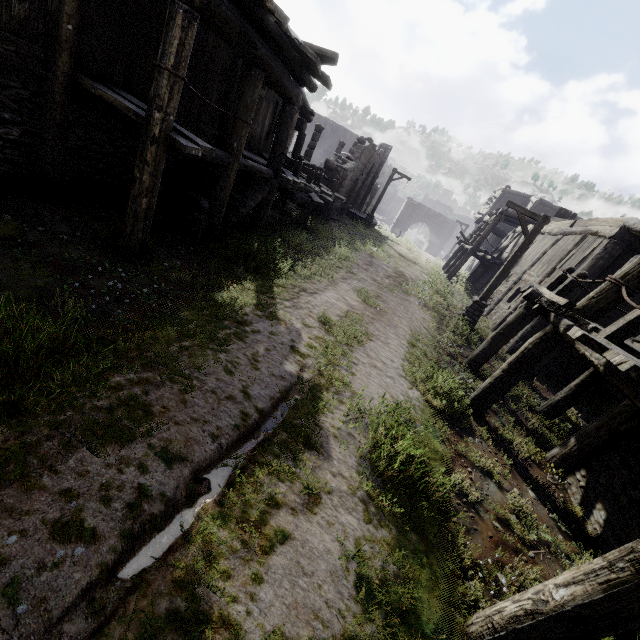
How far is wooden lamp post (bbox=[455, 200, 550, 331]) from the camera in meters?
11.3 m

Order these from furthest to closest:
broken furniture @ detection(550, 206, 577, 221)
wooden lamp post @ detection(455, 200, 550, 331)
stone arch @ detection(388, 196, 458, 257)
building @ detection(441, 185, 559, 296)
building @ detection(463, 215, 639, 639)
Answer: stone arch @ detection(388, 196, 458, 257) → building @ detection(441, 185, 559, 296) → broken furniture @ detection(550, 206, 577, 221) → wooden lamp post @ detection(455, 200, 550, 331) → building @ detection(463, 215, 639, 639)

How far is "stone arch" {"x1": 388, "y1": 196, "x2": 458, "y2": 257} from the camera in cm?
4284

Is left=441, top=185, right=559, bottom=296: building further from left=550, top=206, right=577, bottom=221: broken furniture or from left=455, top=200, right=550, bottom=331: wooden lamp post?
left=455, top=200, right=550, bottom=331: wooden lamp post

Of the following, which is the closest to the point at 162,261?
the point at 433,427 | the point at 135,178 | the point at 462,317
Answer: the point at 135,178

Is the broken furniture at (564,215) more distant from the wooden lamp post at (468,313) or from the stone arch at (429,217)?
the stone arch at (429,217)

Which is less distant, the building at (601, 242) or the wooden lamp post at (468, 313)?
the building at (601, 242)

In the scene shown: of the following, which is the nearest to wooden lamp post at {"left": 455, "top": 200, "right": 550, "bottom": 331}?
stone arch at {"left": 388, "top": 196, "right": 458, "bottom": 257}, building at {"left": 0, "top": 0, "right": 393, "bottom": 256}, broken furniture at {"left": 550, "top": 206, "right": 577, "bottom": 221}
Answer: building at {"left": 0, "top": 0, "right": 393, "bottom": 256}
